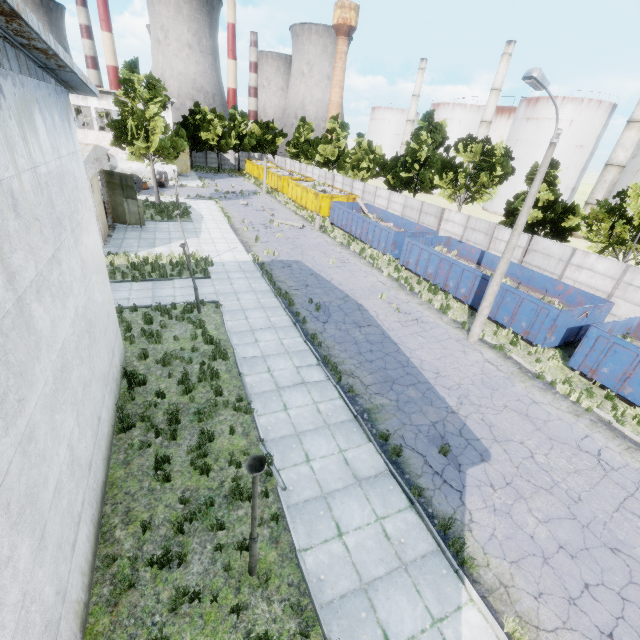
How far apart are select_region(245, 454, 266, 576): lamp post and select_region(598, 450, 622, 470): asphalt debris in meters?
10.4

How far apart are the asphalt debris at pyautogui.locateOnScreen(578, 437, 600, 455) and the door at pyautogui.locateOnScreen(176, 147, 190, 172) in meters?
58.7

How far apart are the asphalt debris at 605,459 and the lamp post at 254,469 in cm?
1038

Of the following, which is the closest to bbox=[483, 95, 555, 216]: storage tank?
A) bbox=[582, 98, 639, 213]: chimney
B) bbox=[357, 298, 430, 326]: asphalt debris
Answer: bbox=[582, 98, 639, 213]: chimney

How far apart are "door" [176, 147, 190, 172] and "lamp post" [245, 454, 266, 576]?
58.0 meters

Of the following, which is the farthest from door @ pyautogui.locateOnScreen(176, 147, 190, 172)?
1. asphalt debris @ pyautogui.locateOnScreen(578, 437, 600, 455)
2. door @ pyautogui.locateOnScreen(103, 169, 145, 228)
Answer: asphalt debris @ pyautogui.locateOnScreen(578, 437, 600, 455)

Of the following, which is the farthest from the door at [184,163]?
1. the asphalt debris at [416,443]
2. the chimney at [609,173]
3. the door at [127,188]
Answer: the chimney at [609,173]

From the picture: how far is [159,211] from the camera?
29.0m
